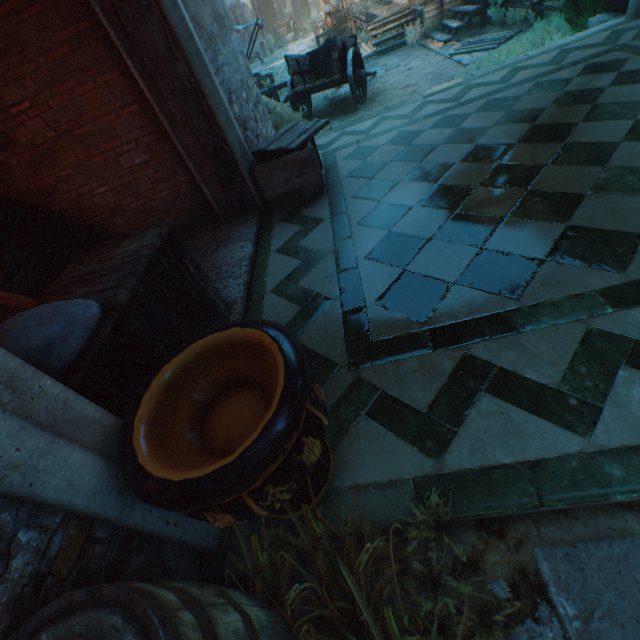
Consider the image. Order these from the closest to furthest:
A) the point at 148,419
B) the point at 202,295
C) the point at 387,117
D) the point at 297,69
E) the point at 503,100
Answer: the point at 148,419 < the point at 202,295 < the point at 503,100 < the point at 387,117 < the point at 297,69

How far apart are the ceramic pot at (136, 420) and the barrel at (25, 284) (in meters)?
4.42

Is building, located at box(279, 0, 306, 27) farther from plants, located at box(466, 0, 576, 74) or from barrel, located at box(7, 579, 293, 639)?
barrel, located at box(7, 579, 293, 639)

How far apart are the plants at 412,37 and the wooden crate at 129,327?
14.64m

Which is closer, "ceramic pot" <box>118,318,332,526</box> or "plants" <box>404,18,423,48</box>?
"ceramic pot" <box>118,318,332,526</box>

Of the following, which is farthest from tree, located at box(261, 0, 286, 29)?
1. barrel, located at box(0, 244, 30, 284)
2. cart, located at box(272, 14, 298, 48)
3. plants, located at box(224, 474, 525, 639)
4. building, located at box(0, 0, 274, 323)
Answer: plants, located at box(224, 474, 525, 639)

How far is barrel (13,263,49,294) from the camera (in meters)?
A: 4.40

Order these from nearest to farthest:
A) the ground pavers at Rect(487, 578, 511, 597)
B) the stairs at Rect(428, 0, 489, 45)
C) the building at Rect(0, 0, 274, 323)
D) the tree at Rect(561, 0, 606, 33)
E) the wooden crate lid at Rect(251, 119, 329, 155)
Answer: the ground pavers at Rect(487, 578, 511, 597) < the building at Rect(0, 0, 274, 323) < the wooden crate lid at Rect(251, 119, 329, 155) < the tree at Rect(561, 0, 606, 33) < the stairs at Rect(428, 0, 489, 45)
